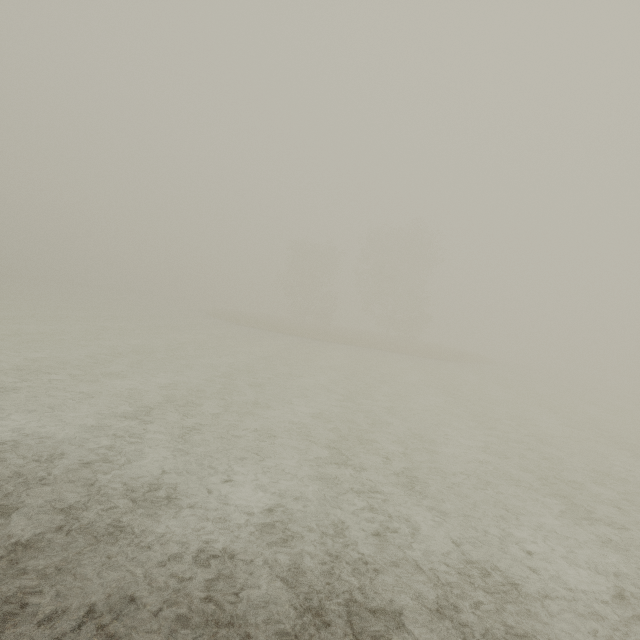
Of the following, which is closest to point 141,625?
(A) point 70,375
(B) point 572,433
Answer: (A) point 70,375
